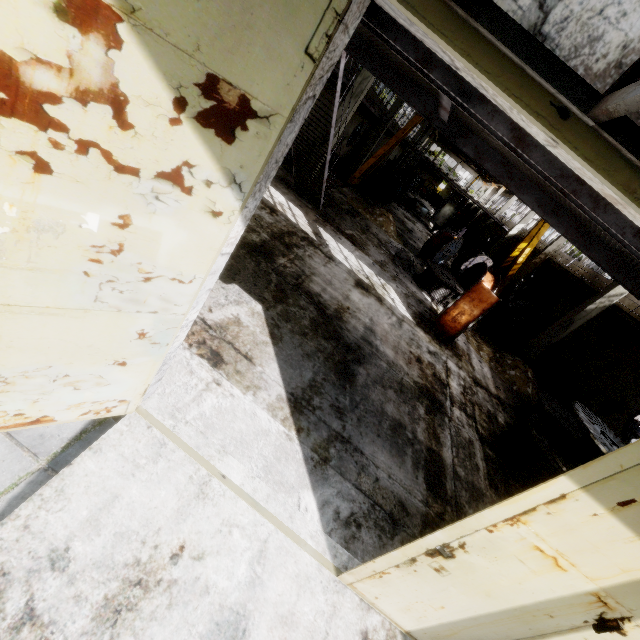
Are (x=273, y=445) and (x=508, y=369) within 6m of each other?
no

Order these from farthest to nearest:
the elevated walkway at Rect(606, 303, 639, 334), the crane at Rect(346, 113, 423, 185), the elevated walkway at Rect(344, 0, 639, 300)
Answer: the crane at Rect(346, 113, 423, 185) < the elevated walkway at Rect(606, 303, 639, 334) < the elevated walkway at Rect(344, 0, 639, 300)

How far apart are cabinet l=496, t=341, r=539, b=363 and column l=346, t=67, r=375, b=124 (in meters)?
10.75

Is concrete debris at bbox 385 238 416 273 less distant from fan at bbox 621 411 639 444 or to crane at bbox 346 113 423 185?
crane at bbox 346 113 423 185

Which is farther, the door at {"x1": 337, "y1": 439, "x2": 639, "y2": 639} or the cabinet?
the cabinet

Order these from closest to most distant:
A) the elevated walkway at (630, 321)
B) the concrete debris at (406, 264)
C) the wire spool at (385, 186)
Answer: the elevated walkway at (630, 321), the concrete debris at (406, 264), the wire spool at (385, 186)

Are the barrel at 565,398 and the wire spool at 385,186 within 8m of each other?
no

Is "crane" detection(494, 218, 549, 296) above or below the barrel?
above
